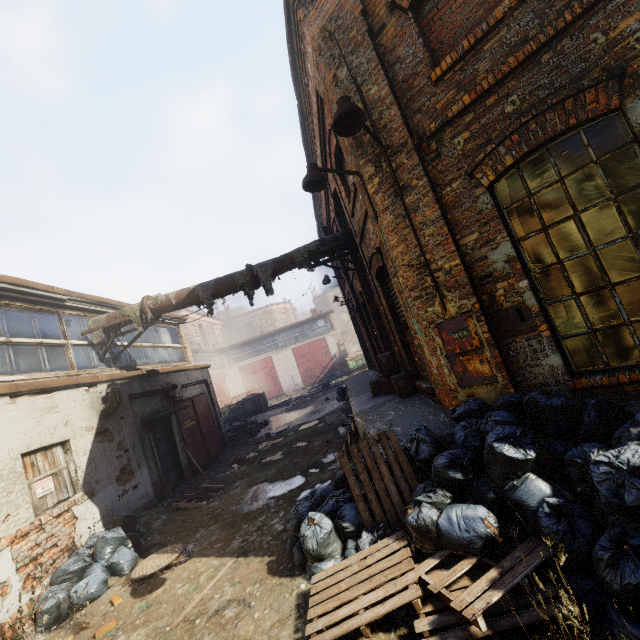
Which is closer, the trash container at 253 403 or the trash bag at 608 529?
the trash bag at 608 529

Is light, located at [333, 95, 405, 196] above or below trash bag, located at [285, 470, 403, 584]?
above

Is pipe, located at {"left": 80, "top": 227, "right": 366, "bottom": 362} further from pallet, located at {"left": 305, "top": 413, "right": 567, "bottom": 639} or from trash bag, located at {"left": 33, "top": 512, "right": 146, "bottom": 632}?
pallet, located at {"left": 305, "top": 413, "right": 567, "bottom": 639}

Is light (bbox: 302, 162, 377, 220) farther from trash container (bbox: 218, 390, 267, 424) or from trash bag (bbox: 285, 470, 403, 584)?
trash container (bbox: 218, 390, 267, 424)

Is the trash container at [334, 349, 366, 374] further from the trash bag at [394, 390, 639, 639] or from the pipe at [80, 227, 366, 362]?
the trash bag at [394, 390, 639, 639]

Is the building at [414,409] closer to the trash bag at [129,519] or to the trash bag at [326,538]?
the trash bag at [326,538]

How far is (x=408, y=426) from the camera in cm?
509

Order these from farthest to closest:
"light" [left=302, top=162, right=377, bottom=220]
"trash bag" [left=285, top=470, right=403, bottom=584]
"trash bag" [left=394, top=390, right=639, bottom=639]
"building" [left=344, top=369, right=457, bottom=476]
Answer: "light" [left=302, top=162, right=377, bottom=220]
"building" [left=344, top=369, right=457, bottom=476]
"trash bag" [left=285, top=470, right=403, bottom=584]
"trash bag" [left=394, top=390, right=639, bottom=639]
